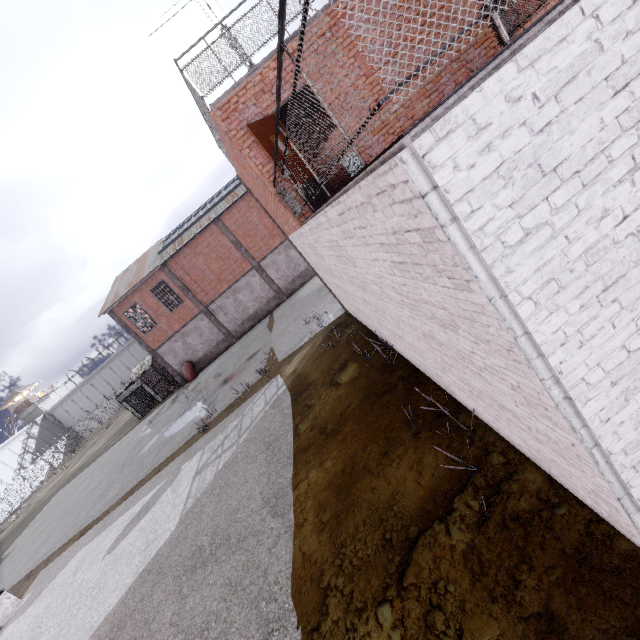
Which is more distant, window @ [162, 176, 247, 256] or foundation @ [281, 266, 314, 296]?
foundation @ [281, 266, 314, 296]

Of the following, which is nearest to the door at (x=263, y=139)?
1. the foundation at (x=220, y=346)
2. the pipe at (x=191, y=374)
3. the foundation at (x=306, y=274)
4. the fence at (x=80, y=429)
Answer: the fence at (x=80, y=429)

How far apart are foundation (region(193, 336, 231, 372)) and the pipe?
0.1m

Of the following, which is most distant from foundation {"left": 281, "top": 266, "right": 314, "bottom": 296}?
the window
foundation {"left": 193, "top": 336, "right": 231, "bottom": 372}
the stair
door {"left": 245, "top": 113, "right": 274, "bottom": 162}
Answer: the stair

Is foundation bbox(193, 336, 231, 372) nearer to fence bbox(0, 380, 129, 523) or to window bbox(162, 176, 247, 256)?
window bbox(162, 176, 247, 256)

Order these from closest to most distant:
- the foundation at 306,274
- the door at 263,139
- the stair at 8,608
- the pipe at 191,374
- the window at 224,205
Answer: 1. the door at 263,139
2. the stair at 8,608
3. the window at 224,205
4. the pipe at 191,374
5. the foundation at 306,274

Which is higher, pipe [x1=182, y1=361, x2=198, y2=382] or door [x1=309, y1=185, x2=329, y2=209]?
door [x1=309, y1=185, x2=329, y2=209]

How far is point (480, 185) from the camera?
1.82m
